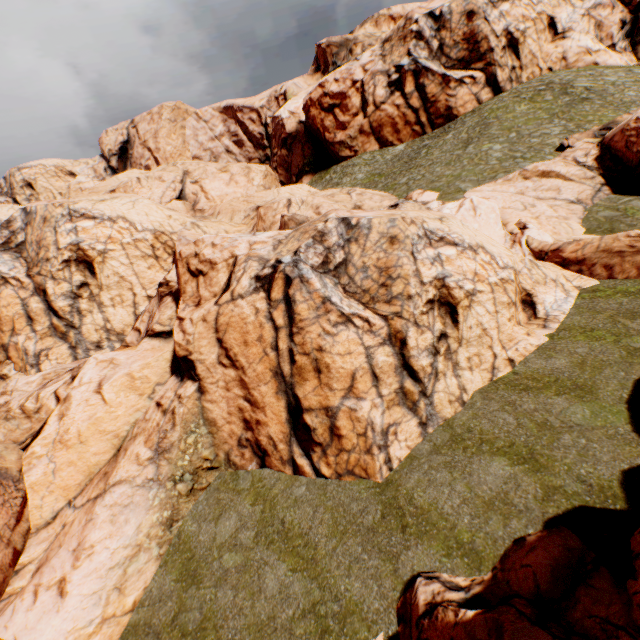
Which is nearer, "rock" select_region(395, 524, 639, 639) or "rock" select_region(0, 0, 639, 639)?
"rock" select_region(395, 524, 639, 639)

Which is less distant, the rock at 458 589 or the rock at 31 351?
the rock at 458 589

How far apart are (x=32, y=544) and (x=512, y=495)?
16.37m
